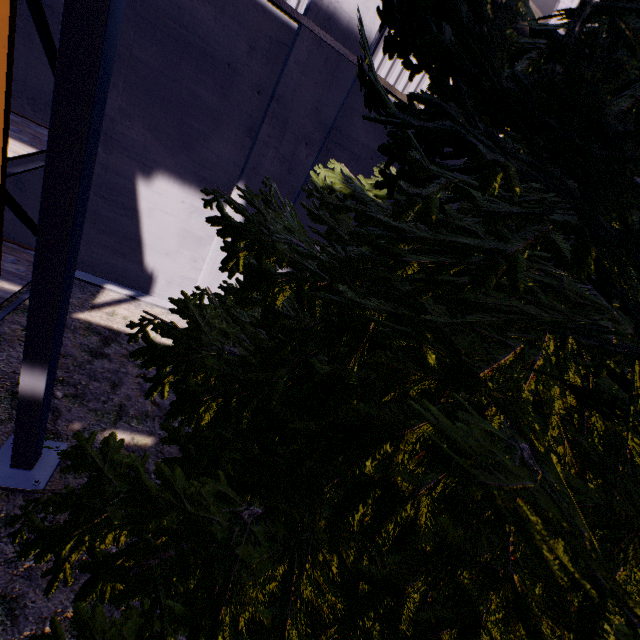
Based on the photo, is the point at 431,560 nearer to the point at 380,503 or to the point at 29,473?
the point at 380,503

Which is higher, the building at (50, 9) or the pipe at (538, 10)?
the pipe at (538, 10)

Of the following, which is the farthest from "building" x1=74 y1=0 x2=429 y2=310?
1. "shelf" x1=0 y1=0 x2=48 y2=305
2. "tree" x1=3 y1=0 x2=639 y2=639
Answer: "tree" x1=3 y1=0 x2=639 y2=639

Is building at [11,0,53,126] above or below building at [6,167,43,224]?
above

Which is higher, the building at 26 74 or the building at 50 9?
the building at 50 9

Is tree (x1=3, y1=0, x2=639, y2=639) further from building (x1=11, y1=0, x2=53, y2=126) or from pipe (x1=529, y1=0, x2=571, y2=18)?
pipe (x1=529, y1=0, x2=571, y2=18)

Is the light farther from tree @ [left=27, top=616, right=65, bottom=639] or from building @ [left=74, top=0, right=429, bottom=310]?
building @ [left=74, top=0, right=429, bottom=310]

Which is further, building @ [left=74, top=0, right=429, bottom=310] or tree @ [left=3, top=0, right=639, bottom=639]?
building @ [left=74, top=0, right=429, bottom=310]
